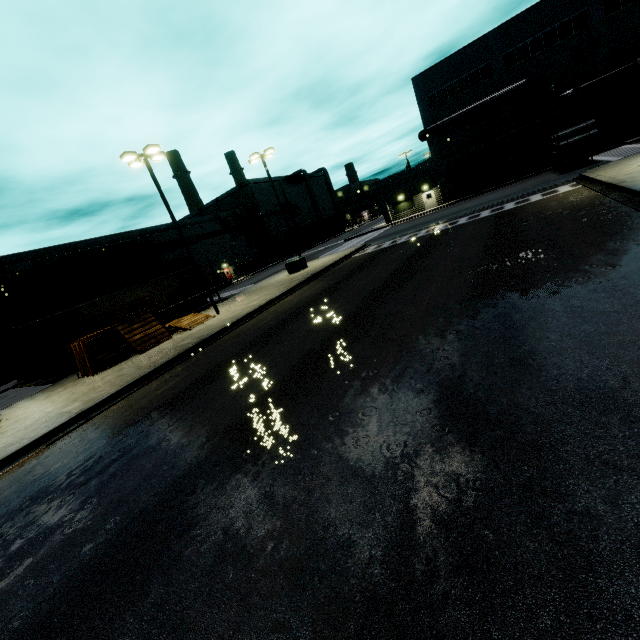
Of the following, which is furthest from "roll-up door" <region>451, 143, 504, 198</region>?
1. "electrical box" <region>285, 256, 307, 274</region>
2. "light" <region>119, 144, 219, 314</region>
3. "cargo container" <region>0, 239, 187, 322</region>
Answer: "electrical box" <region>285, 256, 307, 274</region>

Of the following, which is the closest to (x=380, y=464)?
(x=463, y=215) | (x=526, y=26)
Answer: (x=463, y=215)

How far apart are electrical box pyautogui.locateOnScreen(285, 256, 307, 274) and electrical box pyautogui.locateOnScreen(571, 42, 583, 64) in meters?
32.5 m

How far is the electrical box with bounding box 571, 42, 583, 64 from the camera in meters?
30.5 m

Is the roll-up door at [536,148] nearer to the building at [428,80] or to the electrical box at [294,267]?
the building at [428,80]

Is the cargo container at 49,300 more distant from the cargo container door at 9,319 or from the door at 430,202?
the door at 430,202

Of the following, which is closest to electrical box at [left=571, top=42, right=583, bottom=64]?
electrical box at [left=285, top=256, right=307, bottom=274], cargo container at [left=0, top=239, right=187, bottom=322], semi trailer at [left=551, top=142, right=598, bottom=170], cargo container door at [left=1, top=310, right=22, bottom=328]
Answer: semi trailer at [left=551, top=142, right=598, bottom=170]

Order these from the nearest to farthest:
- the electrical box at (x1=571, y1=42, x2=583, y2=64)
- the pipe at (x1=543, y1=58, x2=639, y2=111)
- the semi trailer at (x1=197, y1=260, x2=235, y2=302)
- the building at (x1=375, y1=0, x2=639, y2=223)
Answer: the semi trailer at (x1=197, y1=260, x2=235, y2=302), the pipe at (x1=543, y1=58, x2=639, y2=111), the building at (x1=375, y1=0, x2=639, y2=223), the electrical box at (x1=571, y1=42, x2=583, y2=64)
